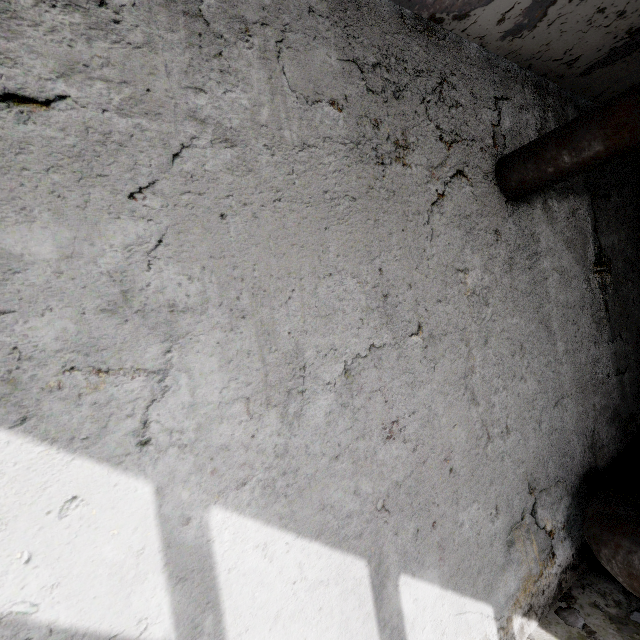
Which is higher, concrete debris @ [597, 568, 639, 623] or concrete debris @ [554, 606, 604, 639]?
concrete debris @ [597, 568, 639, 623]

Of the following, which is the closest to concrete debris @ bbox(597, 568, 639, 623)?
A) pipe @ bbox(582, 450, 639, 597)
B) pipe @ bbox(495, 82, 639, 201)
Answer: pipe @ bbox(582, 450, 639, 597)

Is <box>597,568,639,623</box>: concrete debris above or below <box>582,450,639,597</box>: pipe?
below

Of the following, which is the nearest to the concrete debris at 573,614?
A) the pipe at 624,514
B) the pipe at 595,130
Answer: A: the pipe at 624,514

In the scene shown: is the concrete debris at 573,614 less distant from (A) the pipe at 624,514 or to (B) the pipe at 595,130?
(A) the pipe at 624,514

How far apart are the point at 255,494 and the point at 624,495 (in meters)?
4.25

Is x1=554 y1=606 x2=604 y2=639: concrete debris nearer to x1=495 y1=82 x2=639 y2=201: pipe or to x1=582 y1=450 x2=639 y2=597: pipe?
x1=582 y1=450 x2=639 y2=597: pipe
